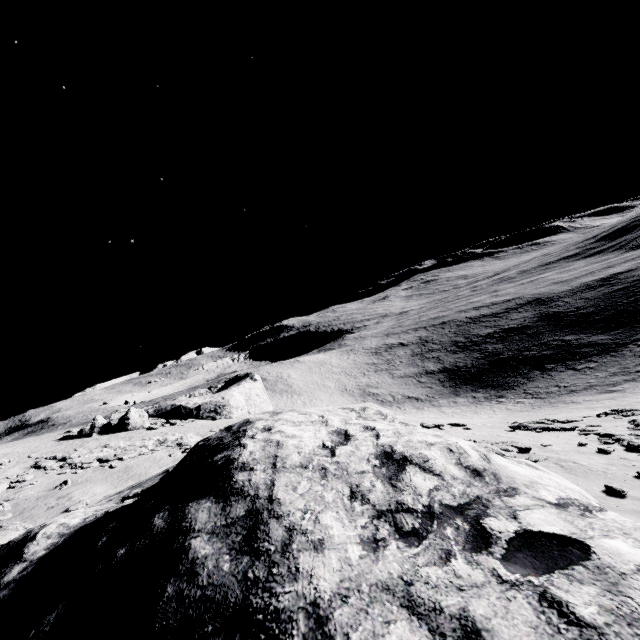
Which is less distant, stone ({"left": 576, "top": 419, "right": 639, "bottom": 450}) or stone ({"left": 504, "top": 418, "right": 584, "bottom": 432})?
stone ({"left": 576, "top": 419, "right": 639, "bottom": 450})

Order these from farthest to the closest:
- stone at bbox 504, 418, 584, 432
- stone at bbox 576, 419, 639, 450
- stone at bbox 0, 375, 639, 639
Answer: stone at bbox 504, 418, 584, 432 → stone at bbox 576, 419, 639, 450 → stone at bbox 0, 375, 639, 639

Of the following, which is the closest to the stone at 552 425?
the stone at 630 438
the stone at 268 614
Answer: the stone at 630 438

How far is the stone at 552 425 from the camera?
21.6m

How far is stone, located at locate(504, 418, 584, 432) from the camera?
21.6m

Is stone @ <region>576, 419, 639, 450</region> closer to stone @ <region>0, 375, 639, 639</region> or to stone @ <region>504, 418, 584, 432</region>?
stone @ <region>504, 418, 584, 432</region>

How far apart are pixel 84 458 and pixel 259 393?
35.2m
